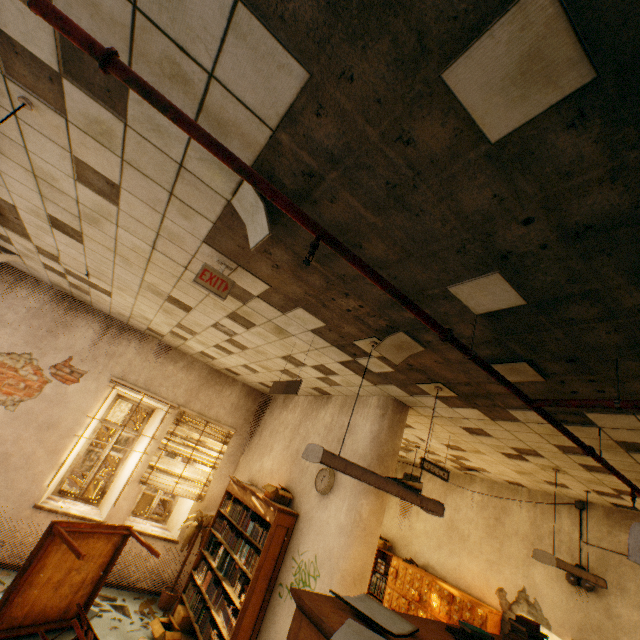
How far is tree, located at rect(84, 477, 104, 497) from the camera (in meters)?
9.24

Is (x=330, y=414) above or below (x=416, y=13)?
below

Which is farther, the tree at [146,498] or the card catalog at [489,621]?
the tree at [146,498]

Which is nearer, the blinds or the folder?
the blinds

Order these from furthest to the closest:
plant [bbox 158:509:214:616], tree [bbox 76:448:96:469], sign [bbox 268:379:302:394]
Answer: tree [bbox 76:448:96:469] → plant [bbox 158:509:214:616] → sign [bbox 268:379:302:394]

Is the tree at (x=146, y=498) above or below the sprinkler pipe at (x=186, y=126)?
below

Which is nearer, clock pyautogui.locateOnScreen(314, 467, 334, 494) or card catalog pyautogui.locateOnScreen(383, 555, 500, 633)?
clock pyautogui.locateOnScreen(314, 467, 334, 494)

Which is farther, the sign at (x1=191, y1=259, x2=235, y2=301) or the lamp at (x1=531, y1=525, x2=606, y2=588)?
the lamp at (x1=531, y1=525, x2=606, y2=588)
